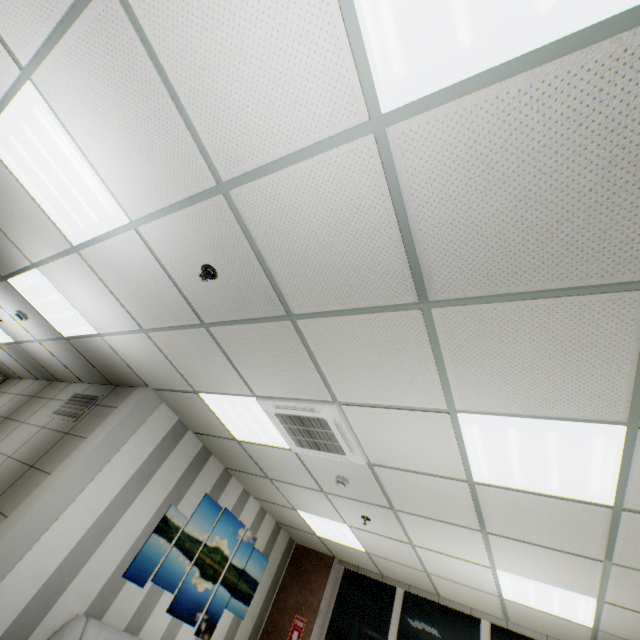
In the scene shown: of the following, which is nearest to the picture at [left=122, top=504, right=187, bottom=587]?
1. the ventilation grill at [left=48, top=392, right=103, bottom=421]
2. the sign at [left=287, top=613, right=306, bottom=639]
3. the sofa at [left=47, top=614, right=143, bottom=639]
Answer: the sofa at [left=47, top=614, right=143, bottom=639]

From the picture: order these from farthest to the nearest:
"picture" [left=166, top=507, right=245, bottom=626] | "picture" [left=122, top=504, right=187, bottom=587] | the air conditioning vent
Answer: "picture" [left=166, top=507, right=245, bottom=626] → "picture" [left=122, top=504, right=187, bottom=587] → the air conditioning vent

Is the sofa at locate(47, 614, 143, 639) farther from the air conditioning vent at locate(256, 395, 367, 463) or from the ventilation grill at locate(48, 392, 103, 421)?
the air conditioning vent at locate(256, 395, 367, 463)

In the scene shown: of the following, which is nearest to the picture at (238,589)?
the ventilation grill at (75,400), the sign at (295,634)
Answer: the sign at (295,634)

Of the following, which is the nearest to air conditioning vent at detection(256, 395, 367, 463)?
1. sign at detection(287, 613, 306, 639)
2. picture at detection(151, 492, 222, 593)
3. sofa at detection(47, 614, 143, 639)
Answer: picture at detection(151, 492, 222, 593)

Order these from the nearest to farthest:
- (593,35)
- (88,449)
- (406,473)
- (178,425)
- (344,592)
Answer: (593,35) → (406,473) → (88,449) → (178,425) → (344,592)

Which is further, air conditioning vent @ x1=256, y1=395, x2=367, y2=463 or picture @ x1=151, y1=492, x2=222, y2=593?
picture @ x1=151, y1=492, x2=222, y2=593

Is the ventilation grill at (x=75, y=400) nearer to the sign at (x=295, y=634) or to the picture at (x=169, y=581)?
the picture at (x=169, y=581)
